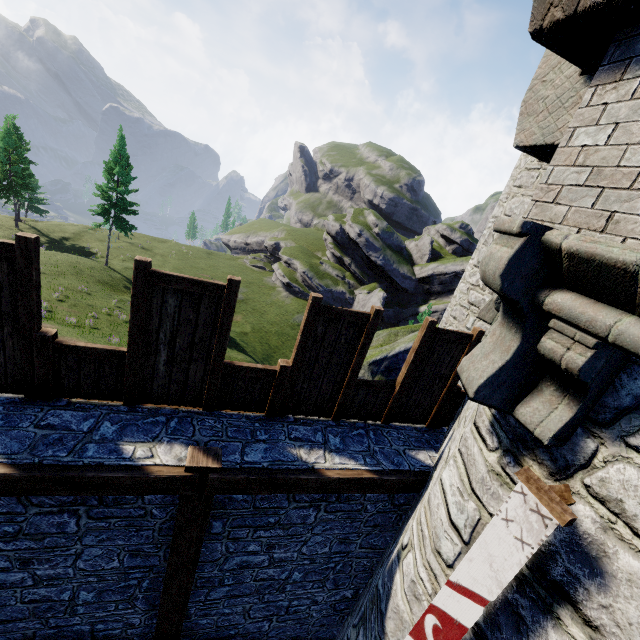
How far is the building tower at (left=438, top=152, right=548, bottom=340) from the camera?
7.6m

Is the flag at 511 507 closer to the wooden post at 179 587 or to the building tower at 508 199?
the wooden post at 179 587

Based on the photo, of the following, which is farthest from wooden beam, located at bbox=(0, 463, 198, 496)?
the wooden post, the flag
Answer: the flag

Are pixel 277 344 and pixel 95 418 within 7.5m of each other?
no

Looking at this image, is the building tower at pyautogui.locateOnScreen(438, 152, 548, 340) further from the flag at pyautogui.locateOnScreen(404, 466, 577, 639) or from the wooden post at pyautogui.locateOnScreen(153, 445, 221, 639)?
the wooden post at pyautogui.locateOnScreen(153, 445, 221, 639)

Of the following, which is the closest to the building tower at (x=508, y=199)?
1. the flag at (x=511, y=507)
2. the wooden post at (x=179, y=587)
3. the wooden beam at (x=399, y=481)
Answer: the wooden beam at (x=399, y=481)

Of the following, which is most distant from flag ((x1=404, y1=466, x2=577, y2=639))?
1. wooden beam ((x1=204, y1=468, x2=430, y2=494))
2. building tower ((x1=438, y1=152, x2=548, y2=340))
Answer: building tower ((x1=438, y1=152, x2=548, y2=340))

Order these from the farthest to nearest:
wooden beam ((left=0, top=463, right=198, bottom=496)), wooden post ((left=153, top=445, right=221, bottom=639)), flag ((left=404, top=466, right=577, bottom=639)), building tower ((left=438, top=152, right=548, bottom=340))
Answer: building tower ((left=438, top=152, right=548, bottom=340)) < wooden post ((left=153, top=445, right=221, bottom=639)) < wooden beam ((left=0, top=463, right=198, bottom=496)) < flag ((left=404, top=466, right=577, bottom=639))
